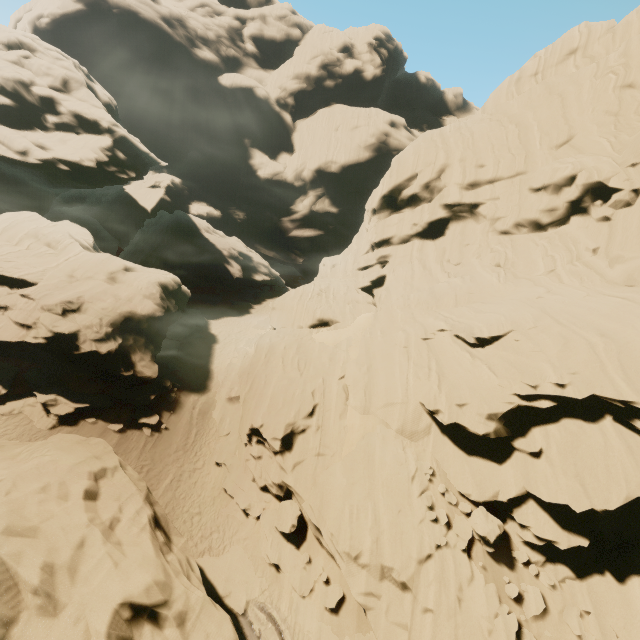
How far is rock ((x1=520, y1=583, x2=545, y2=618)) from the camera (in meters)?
11.84

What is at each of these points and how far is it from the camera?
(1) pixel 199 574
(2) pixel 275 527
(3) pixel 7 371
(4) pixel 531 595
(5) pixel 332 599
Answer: (1) rock, 11.50m
(2) rock, 15.56m
(3) rock, 18.33m
(4) rock, 12.12m
(5) rock, 13.39m

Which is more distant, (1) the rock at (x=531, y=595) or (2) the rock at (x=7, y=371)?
(2) the rock at (x=7, y=371)

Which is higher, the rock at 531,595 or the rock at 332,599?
the rock at 531,595

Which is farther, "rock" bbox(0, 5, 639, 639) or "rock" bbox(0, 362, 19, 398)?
"rock" bbox(0, 362, 19, 398)
